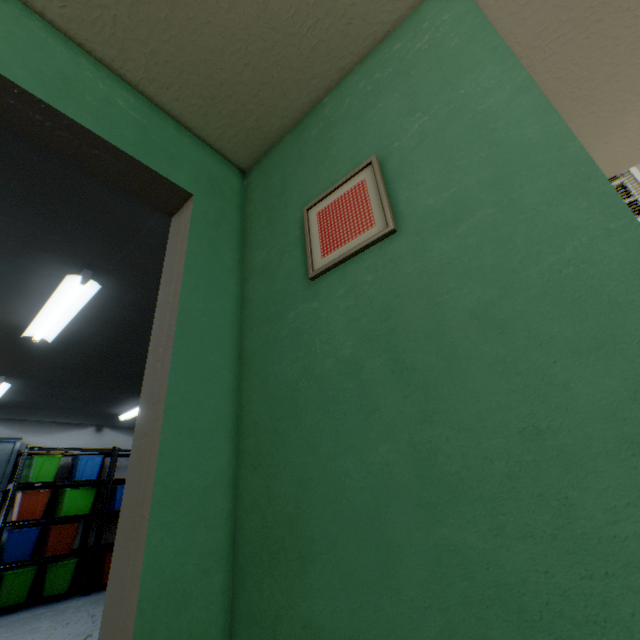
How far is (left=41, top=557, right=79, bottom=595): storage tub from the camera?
4.4m

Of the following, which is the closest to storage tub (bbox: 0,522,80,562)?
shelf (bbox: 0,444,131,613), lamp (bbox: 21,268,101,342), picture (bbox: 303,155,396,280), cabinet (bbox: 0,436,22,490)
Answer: shelf (bbox: 0,444,131,613)

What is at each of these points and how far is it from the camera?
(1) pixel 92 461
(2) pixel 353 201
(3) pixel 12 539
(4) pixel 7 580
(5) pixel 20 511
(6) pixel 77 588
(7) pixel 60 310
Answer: (1) storage tub, 5.21m
(2) picture, 1.14m
(3) storage tub, 4.28m
(4) storage tub, 4.11m
(5) storage tub, 4.46m
(6) shelf, 4.83m
(7) lamp, 2.38m

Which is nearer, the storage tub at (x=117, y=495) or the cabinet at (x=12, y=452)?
the cabinet at (x=12, y=452)

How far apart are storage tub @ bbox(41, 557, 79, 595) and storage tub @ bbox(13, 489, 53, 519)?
0.6m

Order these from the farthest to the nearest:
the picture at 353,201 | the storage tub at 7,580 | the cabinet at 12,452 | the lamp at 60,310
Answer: the cabinet at 12,452, the storage tub at 7,580, the lamp at 60,310, the picture at 353,201

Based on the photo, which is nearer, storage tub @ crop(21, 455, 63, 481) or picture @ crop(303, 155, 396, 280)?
picture @ crop(303, 155, 396, 280)

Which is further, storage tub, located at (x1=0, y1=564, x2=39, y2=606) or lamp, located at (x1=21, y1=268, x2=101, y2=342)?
storage tub, located at (x1=0, y1=564, x2=39, y2=606)
